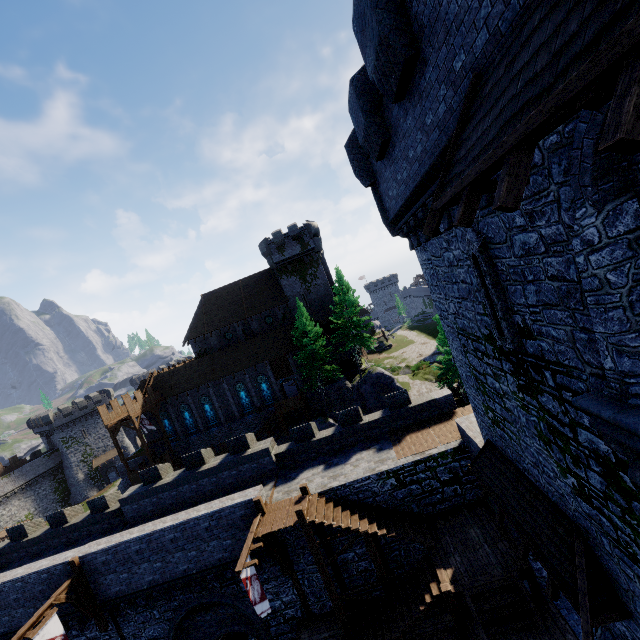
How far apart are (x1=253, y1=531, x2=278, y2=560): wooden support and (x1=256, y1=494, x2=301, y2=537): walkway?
0.0 meters

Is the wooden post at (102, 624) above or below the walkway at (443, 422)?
below

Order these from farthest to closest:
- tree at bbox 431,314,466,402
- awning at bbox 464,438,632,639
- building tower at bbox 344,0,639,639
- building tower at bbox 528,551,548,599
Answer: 1. tree at bbox 431,314,466,402
2. building tower at bbox 528,551,548,599
3. awning at bbox 464,438,632,639
4. building tower at bbox 344,0,639,639

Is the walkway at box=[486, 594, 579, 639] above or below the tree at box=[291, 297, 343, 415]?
below

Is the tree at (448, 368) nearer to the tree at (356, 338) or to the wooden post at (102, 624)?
the tree at (356, 338)

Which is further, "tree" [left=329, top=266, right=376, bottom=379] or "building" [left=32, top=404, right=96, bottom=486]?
"building" [left=32, top=404, right=96, bottom=486]

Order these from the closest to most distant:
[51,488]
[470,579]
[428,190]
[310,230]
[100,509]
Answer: [428,190]
[470,579]
[100,509]
[310,230]
[51,488]

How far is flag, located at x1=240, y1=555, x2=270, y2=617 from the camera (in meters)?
12.35
